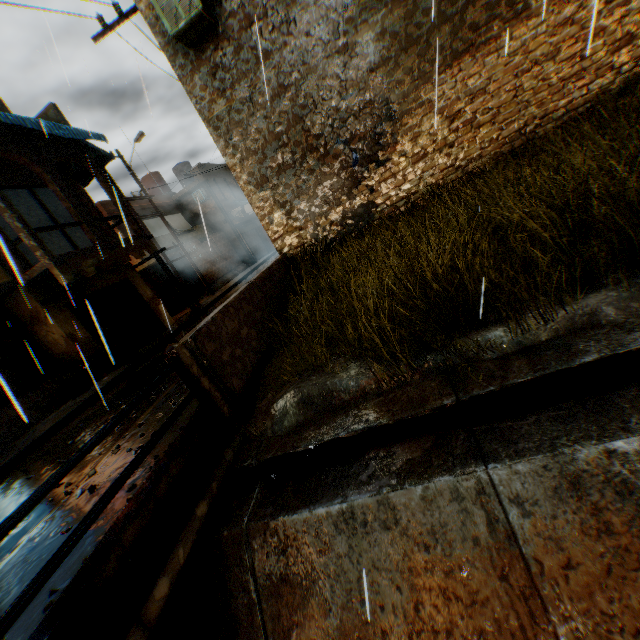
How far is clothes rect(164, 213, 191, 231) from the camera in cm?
2156

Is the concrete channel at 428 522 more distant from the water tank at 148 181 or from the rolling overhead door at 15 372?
the water tank at 148 181

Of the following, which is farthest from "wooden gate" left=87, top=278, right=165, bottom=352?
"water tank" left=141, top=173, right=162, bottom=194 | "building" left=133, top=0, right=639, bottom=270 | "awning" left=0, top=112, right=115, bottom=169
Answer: "water tank" left=141, top=173, right=162, bottom=194

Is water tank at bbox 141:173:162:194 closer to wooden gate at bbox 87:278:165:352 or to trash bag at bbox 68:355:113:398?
wooden gate at bbox 87:278:165:352

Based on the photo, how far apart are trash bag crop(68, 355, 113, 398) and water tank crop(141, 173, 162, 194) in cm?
1884

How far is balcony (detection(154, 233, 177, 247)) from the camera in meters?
18.7

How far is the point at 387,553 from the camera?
2.5m

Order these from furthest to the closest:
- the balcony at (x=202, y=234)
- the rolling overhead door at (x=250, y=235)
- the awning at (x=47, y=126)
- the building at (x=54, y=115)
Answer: the rolling overhead door at (x=250, y=235)
the balcony at (x=202, y=234)
the building at (x=54, y=115)
the awning at (x=47, y=126)
